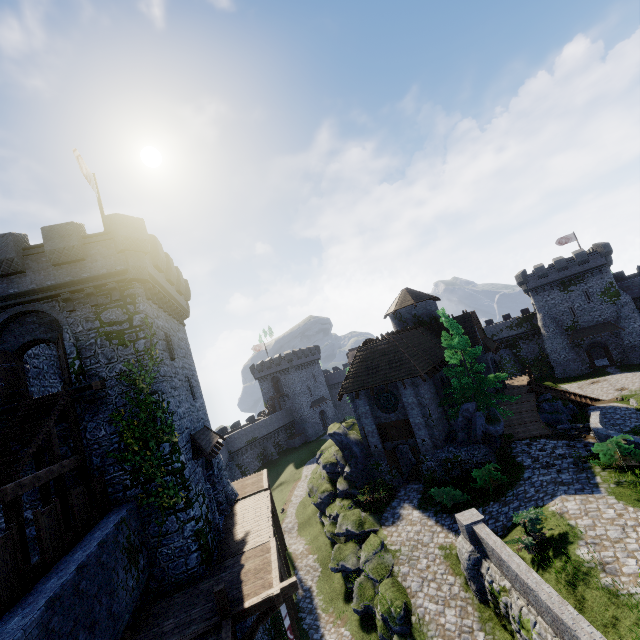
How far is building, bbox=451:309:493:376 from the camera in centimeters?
3102cm

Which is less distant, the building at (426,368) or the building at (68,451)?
the building at (68,451)

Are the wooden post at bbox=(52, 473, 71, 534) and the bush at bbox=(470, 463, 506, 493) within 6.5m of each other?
no

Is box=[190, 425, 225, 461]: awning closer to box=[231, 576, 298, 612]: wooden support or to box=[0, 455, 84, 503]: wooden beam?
box=[0, 455, 84, 503]: wooden beam

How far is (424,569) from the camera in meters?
15.9

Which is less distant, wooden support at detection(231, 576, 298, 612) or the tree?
wooden support at detection(231, 576, 298, 612)

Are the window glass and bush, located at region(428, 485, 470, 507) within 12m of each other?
yes

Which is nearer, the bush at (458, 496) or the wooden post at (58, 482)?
the wooden post at (58, 482)
